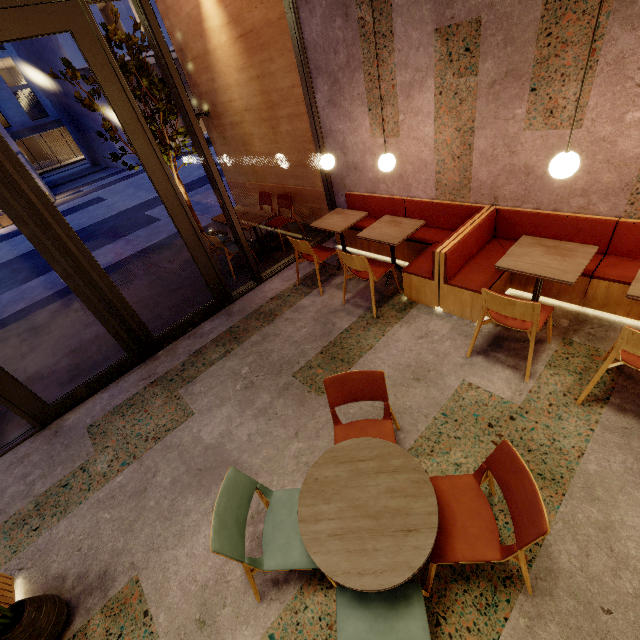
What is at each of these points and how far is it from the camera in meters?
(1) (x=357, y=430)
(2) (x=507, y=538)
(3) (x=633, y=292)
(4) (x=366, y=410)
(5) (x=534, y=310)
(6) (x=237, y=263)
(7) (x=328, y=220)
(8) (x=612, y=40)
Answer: (1) chair, 2.4 m
(2) building, 2.1 m
(3) table, 2.4 m
(4) building, 3.1 m
(5) chair, 2.5 m
(6) building, 6.2 m
(7) table, 4.8 m
(8) building, 2.5 m

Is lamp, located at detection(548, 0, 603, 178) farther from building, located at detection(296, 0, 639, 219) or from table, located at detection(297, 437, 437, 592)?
table, located at detection(297, 437, 437, 592)

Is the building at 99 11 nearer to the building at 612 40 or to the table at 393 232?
the building at 612 40

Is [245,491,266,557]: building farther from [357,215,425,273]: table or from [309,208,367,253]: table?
[309,208,367,253]: table

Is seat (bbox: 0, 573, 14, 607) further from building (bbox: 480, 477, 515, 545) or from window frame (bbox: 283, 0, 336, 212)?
window frame (bbox: 283, 0, 336, 212)

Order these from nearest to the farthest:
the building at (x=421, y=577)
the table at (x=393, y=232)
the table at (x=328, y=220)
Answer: the building at (x=421, y=577), the table at (x=393, y=232), the table at (x=328, y=220)

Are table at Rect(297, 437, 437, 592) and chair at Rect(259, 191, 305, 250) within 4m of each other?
no

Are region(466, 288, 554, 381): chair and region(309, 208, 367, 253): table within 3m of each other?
yes
